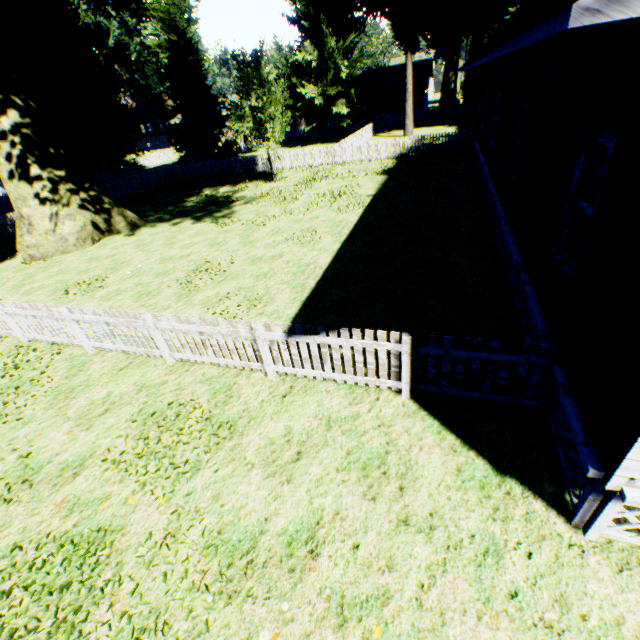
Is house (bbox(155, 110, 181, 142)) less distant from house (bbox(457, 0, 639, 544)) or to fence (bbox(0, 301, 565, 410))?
fence (bbox(0, 301, 565, 410))

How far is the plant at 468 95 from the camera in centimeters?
3469cm

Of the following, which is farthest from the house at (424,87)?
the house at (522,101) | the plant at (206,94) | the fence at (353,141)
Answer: the house at (522,101)

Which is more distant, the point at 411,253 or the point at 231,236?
the point at 231,236

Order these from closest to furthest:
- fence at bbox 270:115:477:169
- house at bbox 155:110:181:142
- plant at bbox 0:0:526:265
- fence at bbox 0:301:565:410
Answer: fence at bbox 0:301:565:410 < plant at bbox 0:0:526:265 < fence at bbox 270:115:477:169 < house at bbox 155:110:181:142

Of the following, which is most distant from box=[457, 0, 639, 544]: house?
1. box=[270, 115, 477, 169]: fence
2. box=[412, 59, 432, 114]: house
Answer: box=[412, 59, 432, 114]: house

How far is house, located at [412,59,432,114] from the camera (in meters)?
42.47
